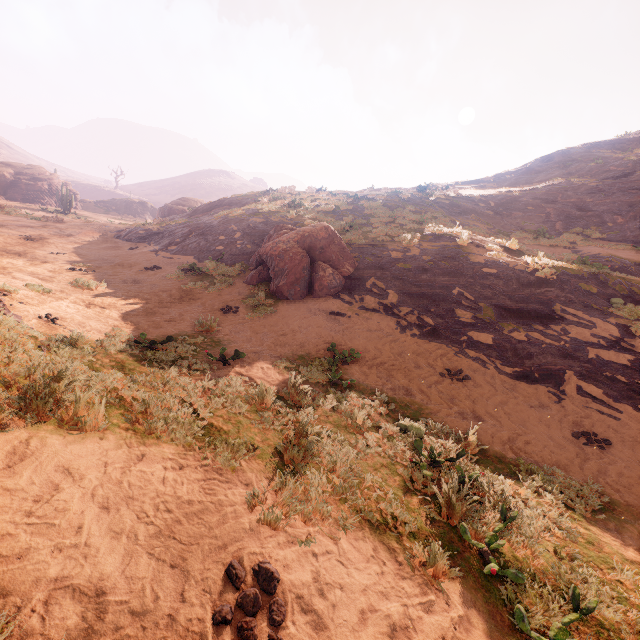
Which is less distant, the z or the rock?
the z

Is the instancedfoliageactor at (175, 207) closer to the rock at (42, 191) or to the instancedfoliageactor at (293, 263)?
the rock at (42, 191)

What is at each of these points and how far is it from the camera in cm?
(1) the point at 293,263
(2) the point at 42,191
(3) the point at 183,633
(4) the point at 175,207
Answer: (1) instancedfoliageactor, 1156
(2) rock, 4394
(3) z, 207
(4) instancedfoliageactor, 3628

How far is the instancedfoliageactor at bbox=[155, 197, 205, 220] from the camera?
36.0m

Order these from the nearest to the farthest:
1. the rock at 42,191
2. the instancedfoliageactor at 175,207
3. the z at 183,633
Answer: the z at 183,633
the instancedfoliageactor at 175,207
the rock at 42,191

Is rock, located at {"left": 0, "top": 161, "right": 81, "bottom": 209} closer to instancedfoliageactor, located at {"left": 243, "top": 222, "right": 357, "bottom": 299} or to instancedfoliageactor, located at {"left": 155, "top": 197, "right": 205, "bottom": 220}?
instancedfoliageactor, located at {"left": 155, "top": 197, "right": 205, "bottom": 220}

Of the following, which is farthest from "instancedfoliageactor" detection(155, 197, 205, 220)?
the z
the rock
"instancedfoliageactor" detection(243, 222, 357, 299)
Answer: "instancedfoliageactor" detection(243, 222, 357, 299)
